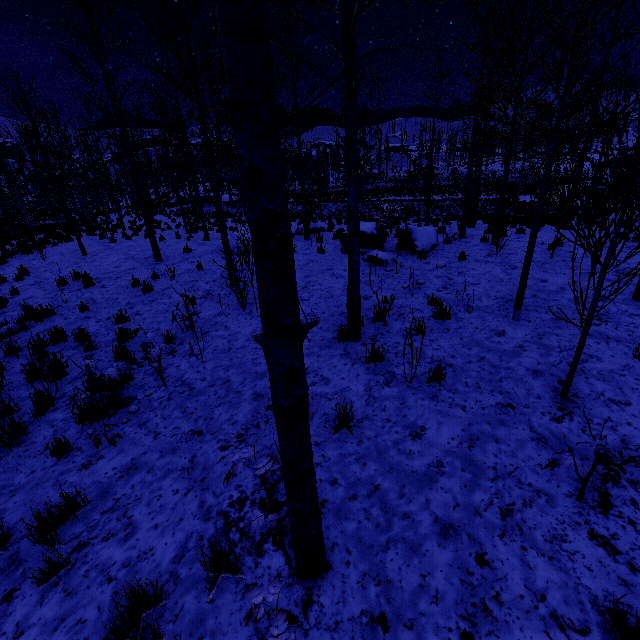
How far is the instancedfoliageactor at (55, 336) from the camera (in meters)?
7.12

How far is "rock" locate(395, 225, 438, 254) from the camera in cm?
1059

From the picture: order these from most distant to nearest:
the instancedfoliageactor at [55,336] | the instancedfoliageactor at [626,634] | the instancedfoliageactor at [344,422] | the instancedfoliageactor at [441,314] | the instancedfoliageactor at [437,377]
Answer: the instancedfoliageactor at [55,336] < the instancedfoliageactor at [441,314] < the instancedfoliageactor at [437,377] < the instancedfoliageactor at [344,422] < the instancedfoliageactor at [626,634]

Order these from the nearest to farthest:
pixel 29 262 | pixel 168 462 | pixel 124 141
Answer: pixel 168 462 < pixel 124 141 < pixel 29 262

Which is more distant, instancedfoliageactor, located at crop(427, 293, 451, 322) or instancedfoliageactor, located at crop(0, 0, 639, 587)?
instancedfoliageactor, located at crop(427, 293, 451, 322)

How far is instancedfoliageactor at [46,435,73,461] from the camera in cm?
423
